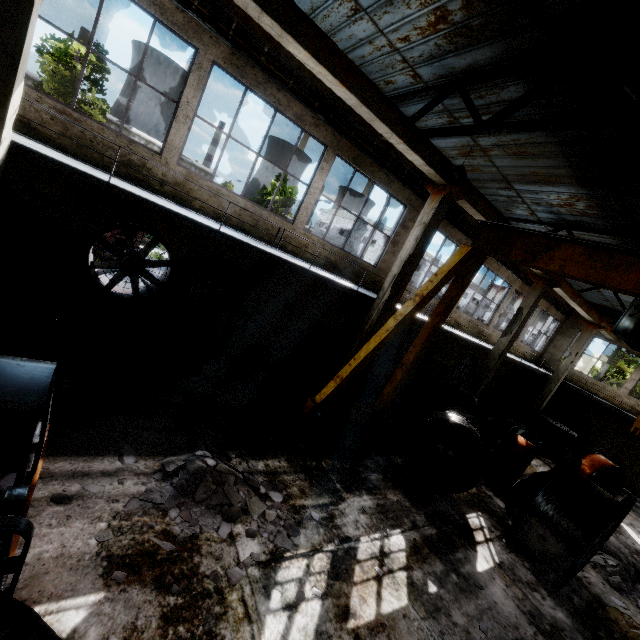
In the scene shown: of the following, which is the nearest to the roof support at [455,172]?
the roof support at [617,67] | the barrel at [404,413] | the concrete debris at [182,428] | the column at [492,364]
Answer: the roof support at [617,67]

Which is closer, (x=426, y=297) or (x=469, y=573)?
(x=469, y=573)

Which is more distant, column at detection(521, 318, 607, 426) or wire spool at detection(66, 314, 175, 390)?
column at detection(521, 318, 607, 426)

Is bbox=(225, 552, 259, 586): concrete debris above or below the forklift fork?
below

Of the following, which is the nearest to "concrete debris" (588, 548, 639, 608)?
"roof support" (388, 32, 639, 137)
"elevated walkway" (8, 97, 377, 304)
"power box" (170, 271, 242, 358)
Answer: "elevated walkway" (8, 97, 377, 304)

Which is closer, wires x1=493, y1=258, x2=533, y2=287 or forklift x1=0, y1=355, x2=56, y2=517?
forklift x1=0, y1=355, x2=56, y2=517

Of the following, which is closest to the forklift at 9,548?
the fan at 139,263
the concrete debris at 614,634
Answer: the fan at 139,263

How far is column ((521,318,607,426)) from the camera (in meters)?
18.56
